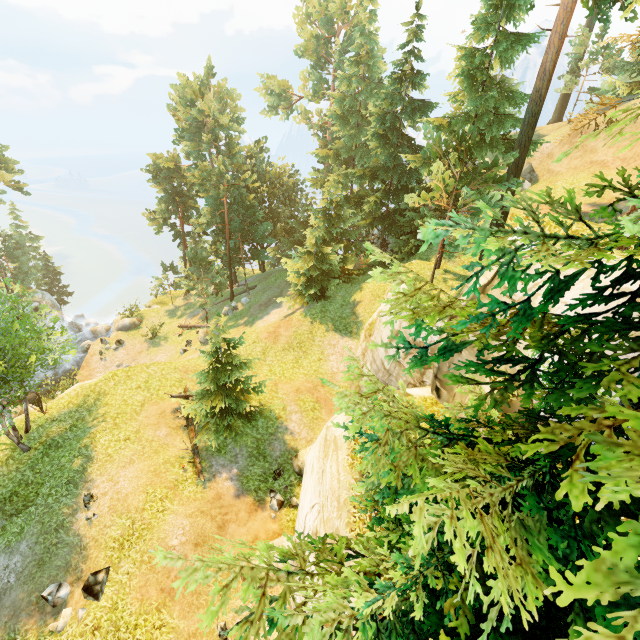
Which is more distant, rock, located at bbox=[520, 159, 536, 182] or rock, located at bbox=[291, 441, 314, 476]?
rock, located at bbox=[520, 159, 536, 182]

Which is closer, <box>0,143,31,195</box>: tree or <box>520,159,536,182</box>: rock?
<box>520,159,536,182</box>: rock

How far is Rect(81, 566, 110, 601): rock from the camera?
11.4m

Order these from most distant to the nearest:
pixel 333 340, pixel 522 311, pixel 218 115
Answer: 1. pixel 218 115
2. pixel 333 340
3. pixel 522 311

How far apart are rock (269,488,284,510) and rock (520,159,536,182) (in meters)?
33.43

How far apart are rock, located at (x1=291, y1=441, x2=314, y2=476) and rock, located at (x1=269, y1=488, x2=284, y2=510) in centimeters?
115cm

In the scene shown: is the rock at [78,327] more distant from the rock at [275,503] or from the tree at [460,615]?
the rock at [275,503]

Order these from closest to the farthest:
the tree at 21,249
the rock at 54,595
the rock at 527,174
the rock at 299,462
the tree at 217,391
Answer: the rock at 54,595 < the tree at 21,249 < the tree at 217,391 < the rock at 299,462 < the rock at 527,174
